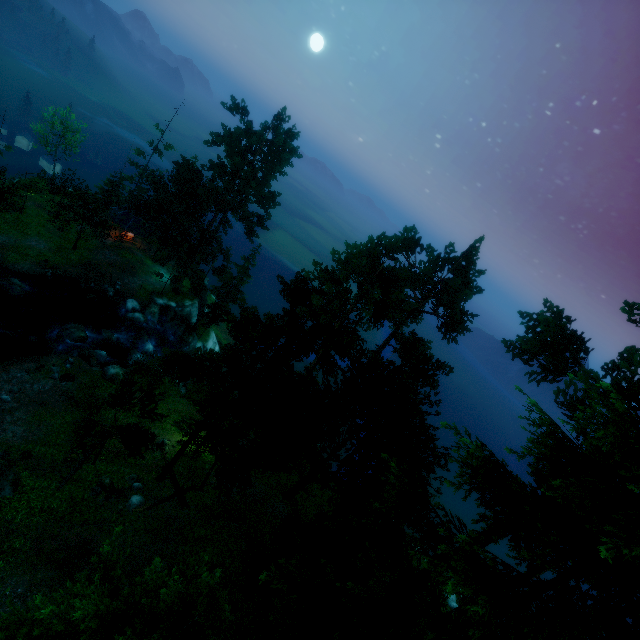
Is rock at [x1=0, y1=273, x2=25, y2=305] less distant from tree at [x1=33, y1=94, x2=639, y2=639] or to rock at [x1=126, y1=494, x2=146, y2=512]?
tree at [x1=33, y1=94, x2=639, y2=639]

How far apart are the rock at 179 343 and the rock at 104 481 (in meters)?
23.63

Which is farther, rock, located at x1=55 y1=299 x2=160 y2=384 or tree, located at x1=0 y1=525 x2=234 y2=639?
rock, located at x1=55 y1=299 x2=160 y2=384

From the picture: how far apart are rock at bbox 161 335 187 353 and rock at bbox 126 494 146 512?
25.0m

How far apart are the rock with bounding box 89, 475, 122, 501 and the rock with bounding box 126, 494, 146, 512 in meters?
0.7

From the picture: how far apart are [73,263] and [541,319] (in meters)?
47.06

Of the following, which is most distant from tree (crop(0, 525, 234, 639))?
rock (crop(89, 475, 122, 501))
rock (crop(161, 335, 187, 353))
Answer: rock (crop(161, 335, 187, 353))

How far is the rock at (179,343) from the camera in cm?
4171
